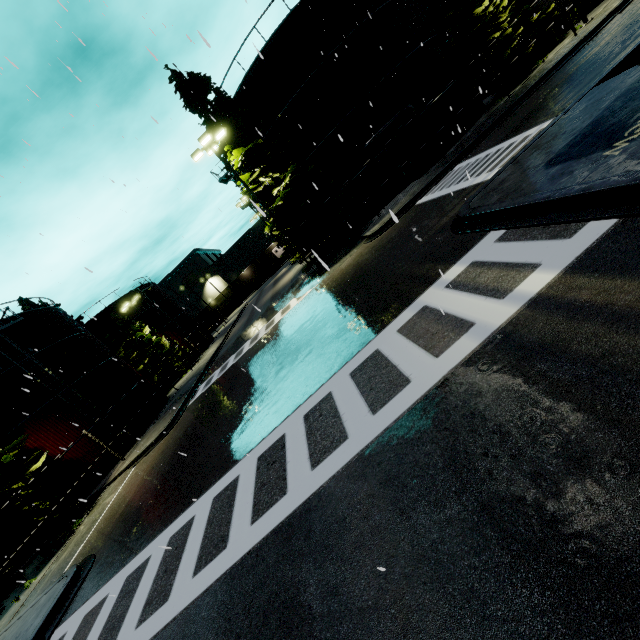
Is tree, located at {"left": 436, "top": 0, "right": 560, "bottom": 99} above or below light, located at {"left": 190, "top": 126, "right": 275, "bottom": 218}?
below

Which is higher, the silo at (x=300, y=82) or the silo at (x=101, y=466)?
the silo at (x=300, y=82)

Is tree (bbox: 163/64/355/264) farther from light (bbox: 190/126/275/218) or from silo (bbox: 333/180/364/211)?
silo (bbox: 333/180/364/211)

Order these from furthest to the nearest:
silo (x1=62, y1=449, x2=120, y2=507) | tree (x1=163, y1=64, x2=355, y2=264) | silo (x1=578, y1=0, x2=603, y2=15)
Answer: silo (x1=578, y1=0, x2=603, y2=15)
silo (x1=62, y1=449, x2=120, y2=507)
tree (x1=163, y1=64, x2=355, y2=264)

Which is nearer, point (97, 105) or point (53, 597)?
point (53, 597)

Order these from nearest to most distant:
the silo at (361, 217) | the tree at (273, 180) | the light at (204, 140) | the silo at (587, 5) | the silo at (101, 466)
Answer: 1. the light at (204, 140)
2. the tree at (273, 180)
3. the silo at (101, 466)
4. the silo at (587, 5)
5. the silo at (361, 217)

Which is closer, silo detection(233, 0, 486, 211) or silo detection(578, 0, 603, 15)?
silo detection(233, 0, 486, 211)

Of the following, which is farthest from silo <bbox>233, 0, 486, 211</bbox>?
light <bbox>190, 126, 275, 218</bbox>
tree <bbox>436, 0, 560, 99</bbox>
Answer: light <bbox>190, 126, 275, 218</bbox>
